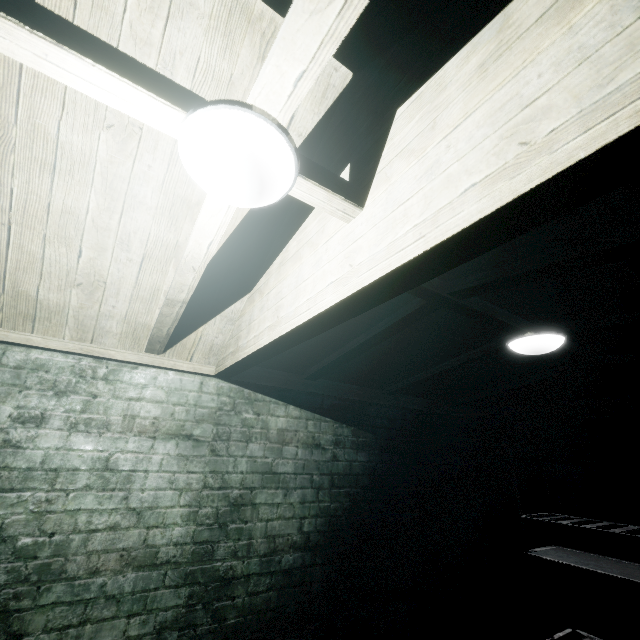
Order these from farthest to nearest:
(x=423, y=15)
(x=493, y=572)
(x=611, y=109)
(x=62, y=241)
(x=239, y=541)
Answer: (x=493, y=572)
(x=239, y=541)
(x=62, y=241)
(x=423, y=15)
(x=611, y=109)

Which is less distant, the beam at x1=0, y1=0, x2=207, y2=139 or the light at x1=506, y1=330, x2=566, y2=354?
the beam at x1=0, y1=0, x2=207, y2=139

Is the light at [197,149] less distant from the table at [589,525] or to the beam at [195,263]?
the beam at [195,263]

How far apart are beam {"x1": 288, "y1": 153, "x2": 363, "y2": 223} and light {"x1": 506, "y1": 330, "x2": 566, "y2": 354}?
1.57m

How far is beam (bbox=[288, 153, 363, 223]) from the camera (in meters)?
1.01

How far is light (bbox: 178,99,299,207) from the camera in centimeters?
77cm

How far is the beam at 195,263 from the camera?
1.13m

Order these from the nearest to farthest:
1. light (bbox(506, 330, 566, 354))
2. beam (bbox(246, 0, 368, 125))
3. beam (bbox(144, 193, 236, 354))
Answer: beam (bbox(246, 0, 368, 125)) < beam (bbox(144, 193, 236, 354)) < light (bbox(506, 330, 566, 354))
